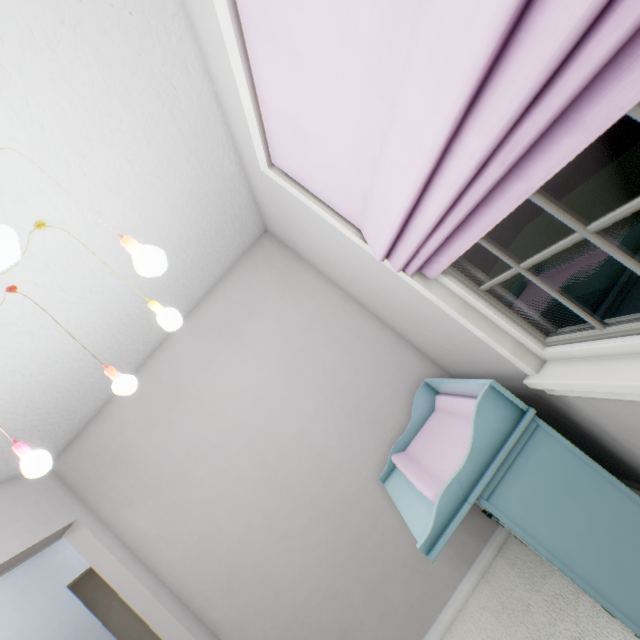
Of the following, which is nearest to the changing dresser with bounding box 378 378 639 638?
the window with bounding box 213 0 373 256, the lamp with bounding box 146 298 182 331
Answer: the window with bounding box 213 0 373 256

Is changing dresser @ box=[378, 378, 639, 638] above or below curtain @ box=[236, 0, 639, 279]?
below

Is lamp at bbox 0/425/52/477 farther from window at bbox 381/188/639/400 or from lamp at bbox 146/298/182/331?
window at bbox 381/188/639/400

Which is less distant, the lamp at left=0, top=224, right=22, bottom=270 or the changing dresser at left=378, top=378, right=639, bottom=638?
the lamp at left=0, top=224, right=22, bottom=270

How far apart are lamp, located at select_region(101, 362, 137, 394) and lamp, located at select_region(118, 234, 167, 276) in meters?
0.5

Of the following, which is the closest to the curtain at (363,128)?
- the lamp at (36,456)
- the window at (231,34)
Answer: the window at (231,34)

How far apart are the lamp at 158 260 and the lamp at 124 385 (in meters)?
0.48

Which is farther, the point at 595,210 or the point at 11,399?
the point at 595,210
